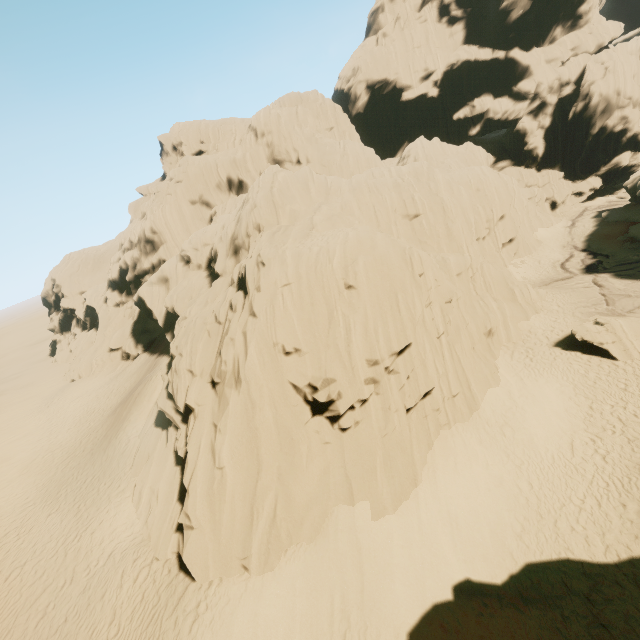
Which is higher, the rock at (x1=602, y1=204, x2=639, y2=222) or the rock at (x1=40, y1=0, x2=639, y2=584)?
the rock at (x1=40, y1=0, x2=639, y2=584)

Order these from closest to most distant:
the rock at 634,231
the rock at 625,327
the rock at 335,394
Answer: the rock at 335,394
the rock at 625,327
the rock at 634,231

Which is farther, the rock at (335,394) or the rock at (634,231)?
the rock at (634,231)

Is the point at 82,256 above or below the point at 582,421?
above

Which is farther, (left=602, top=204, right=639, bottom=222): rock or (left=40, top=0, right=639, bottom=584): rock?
(left=602, top=204, right=639, bottom=222): rock

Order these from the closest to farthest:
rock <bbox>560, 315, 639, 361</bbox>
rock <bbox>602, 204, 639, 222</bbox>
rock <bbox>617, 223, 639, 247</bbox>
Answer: rock <bbox>560, 315, 639, 361</bbox> → rock <bbox>617, 223, 639, 247</bbox> → rock <bbox>602, 204, 639, 222</bbox>
